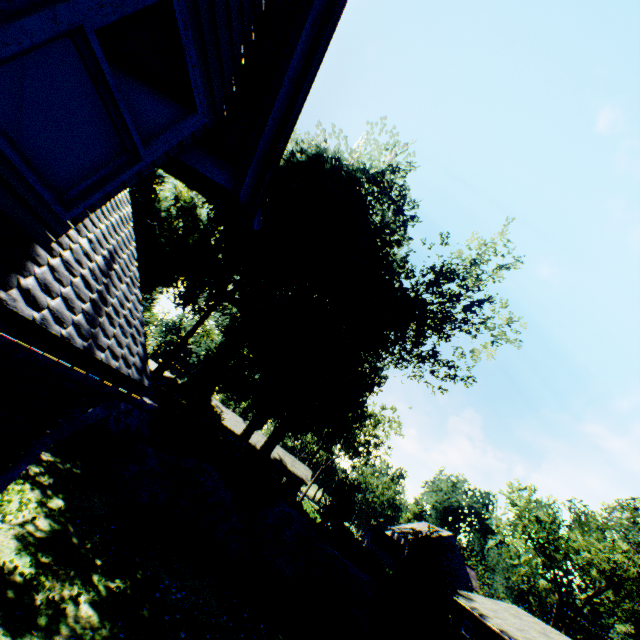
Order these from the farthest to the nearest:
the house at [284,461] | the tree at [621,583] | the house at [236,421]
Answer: the house at [236,421]
the house at [284,461]
the tree at [621,583]

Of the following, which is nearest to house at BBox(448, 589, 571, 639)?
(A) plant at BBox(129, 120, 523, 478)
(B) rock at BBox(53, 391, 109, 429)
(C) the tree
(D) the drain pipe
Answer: (C) the tree

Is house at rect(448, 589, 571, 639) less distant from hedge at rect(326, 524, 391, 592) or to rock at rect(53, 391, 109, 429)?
hedge at rect(326, 524, 391, 592)

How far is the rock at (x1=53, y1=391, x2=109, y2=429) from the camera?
11.8 meters

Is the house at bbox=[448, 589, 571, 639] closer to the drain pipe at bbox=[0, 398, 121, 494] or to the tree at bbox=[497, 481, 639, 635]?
the tree at bbox=[497, 481, 639, 635]

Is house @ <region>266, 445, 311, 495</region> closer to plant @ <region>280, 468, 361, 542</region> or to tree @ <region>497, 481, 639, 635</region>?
plant @ <region>280, 468, 361, 542</region>

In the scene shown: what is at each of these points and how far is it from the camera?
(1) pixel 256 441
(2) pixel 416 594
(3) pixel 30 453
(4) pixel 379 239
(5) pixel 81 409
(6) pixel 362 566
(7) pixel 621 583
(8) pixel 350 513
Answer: (1) house, 50.5 meters
(2) plant, 11.8 meters
(3) drain pipe, 2.9 meters
(4) plant, 22.5 meters
(5) rock, 12.5 meters
(6) hedge, 25.1 meters
(7) tree, 33.8 meters
(8) plant, 35.3 meters

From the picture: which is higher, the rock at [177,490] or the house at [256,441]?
the house at [256,441]
